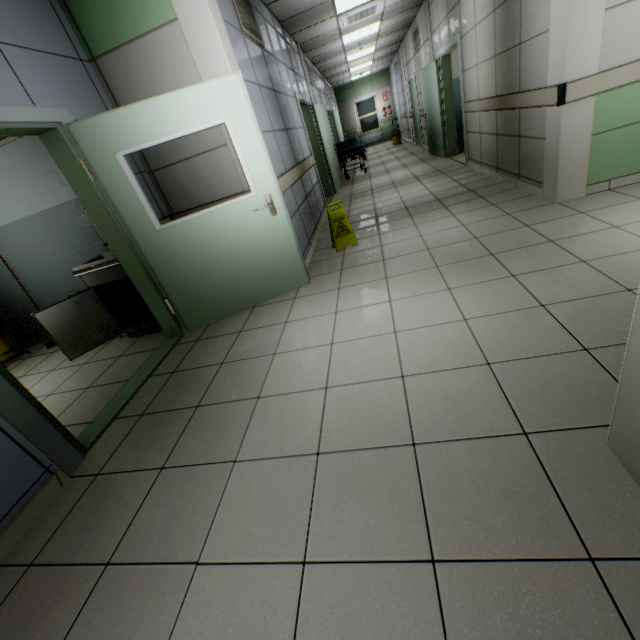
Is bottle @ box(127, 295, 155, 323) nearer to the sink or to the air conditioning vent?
the sink

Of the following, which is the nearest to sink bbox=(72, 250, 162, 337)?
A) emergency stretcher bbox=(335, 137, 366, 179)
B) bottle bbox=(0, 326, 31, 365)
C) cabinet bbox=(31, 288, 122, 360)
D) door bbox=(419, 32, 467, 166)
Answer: cabinet bbox=(31, 288, 122, 360)

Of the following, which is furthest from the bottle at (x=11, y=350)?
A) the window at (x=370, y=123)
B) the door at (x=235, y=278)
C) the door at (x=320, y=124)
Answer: the window at (x=370, y=123)

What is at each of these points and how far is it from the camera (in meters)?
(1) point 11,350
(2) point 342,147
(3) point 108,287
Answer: (1) bottle, 4.35
(2) emergency stretcher, 10.56
(3) sink, 3.79

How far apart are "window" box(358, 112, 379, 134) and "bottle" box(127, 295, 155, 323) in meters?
18.6 m

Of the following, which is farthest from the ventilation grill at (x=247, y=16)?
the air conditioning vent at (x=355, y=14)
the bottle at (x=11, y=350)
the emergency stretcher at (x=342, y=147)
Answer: the emergency stretcher at (x=342, y=147)

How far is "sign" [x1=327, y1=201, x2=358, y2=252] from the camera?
4.2 meters

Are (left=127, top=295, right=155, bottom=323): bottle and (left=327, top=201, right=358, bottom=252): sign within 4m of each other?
yes
